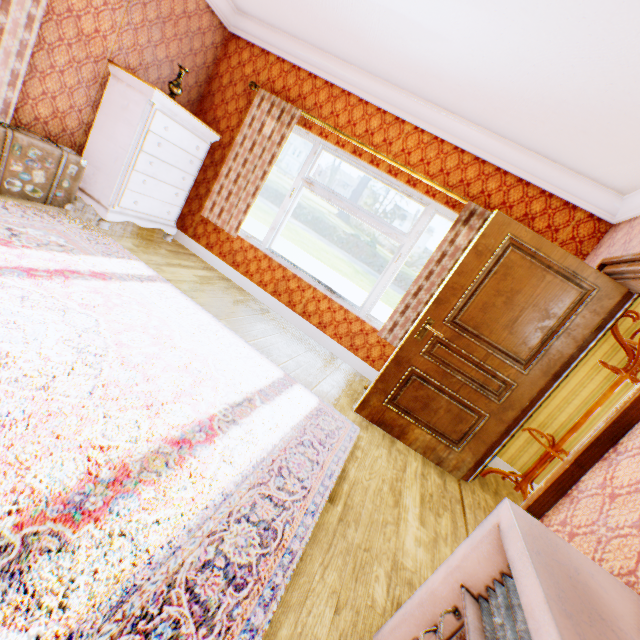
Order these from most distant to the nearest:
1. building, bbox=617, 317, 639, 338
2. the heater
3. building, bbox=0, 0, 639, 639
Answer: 1. building, bbox=617, 317, 639, 338
2. building, bbox=0, 0, 639, 639
3. the heater

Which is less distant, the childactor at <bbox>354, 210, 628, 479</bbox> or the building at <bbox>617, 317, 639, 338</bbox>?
the childactor at <bbox>354, 210, 628, 479</bbox>

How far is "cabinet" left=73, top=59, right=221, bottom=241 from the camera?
3.6 meters

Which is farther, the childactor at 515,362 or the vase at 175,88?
→ the vase at 175,88

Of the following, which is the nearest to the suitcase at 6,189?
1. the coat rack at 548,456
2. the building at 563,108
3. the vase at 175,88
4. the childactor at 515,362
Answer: the building at 563,108

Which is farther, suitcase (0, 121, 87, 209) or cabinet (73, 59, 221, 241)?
cabinet (73, 59, 221, 241)

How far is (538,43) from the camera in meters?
2.2 m
